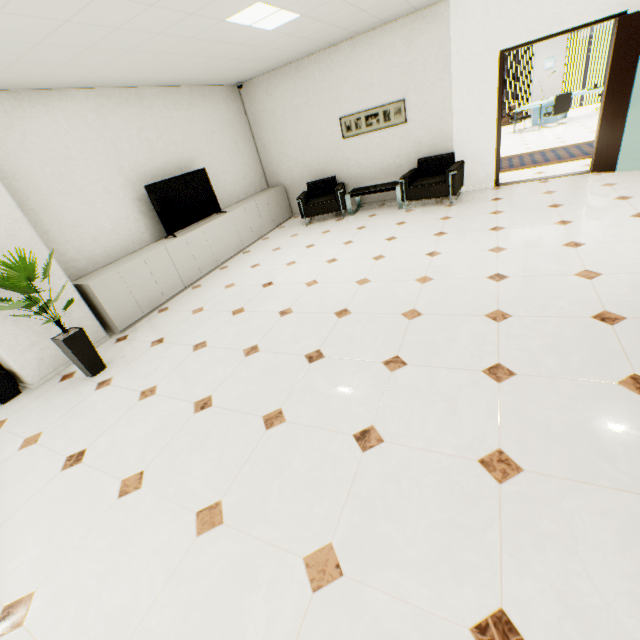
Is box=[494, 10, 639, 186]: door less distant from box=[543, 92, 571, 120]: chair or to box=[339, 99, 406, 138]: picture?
box=[339, 99, 406, 138]: picture

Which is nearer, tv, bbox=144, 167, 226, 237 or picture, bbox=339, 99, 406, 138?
tv, bbox=144, 167, 226, 237

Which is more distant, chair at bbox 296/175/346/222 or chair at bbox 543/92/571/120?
chair at bbox 543/92/571/120

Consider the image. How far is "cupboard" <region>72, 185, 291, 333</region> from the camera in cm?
440

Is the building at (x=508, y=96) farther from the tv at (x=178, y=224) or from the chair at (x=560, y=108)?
the tv at (x=178, y=224)

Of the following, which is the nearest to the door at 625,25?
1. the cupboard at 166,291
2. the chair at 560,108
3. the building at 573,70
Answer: the cupboard at 166,291

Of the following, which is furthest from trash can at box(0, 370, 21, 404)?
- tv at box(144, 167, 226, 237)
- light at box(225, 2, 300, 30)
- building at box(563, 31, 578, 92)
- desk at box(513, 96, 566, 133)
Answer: building at box(563, 31, 578, 92)

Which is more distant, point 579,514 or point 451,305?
point 451,305
